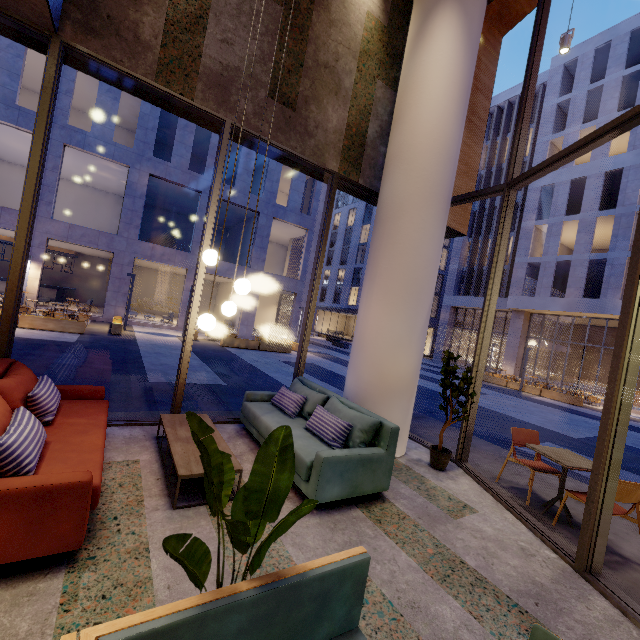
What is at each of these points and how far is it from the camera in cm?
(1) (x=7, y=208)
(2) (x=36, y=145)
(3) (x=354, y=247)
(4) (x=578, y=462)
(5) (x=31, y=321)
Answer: (1) building, 1580
(2) window frame, 366
(3) building, 4725
(4) table, 390
(5) planter, 1213

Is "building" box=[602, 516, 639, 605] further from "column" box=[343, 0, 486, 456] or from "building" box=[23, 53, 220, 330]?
"building" box=[23, 53, 220, 330]

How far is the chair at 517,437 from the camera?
4.27m

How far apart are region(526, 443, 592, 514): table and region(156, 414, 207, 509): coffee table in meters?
3.7

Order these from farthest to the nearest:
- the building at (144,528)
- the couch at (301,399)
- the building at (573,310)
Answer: the building at (573,310), the couch at (301,399), the building at (144,528)

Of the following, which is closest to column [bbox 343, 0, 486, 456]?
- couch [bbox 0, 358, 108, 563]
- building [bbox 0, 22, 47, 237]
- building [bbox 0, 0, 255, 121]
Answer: building [bbox 0, 0, 255, 121]

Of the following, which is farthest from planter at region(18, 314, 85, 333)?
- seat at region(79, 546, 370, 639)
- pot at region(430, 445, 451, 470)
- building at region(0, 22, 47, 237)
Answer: seat at region(79, 546, 370, 639)

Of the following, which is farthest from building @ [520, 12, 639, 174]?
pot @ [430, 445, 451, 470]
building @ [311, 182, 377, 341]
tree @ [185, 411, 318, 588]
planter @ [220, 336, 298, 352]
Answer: tree @ [185, 411, 318, 588]
